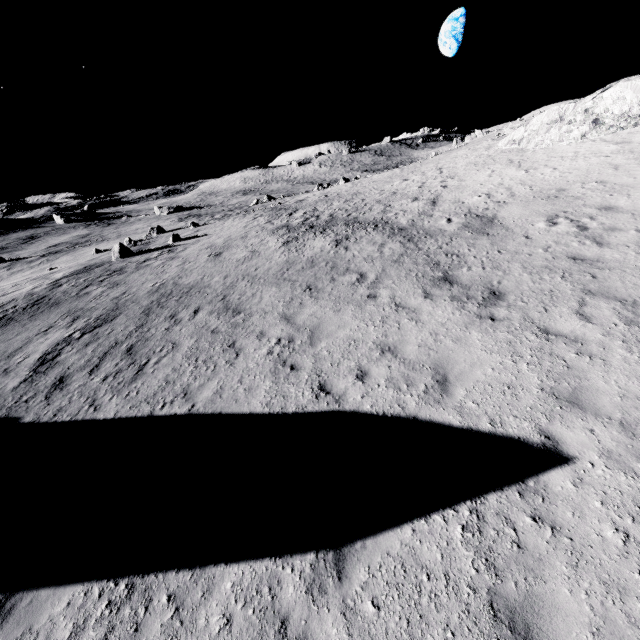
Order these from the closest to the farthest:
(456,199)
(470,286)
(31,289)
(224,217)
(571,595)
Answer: (571,595) < (470,286) < (456,199) < (31,289) < (224,217)
